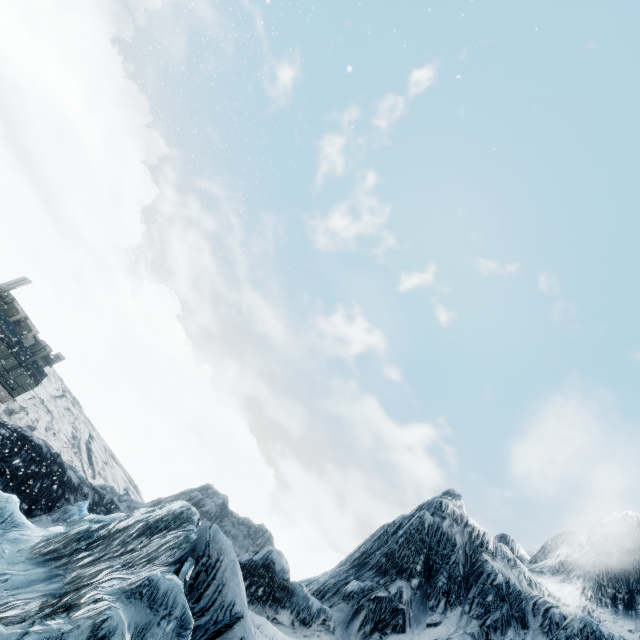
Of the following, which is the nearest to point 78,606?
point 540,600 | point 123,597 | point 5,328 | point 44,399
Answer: point 123,597
